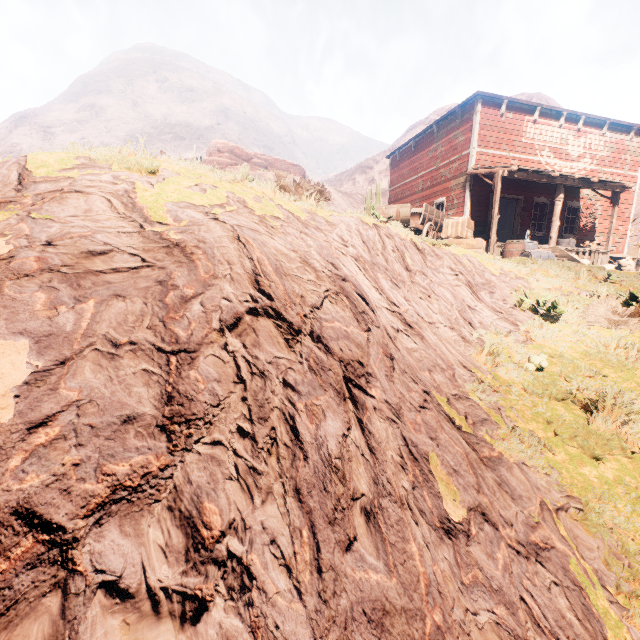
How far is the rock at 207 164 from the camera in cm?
603

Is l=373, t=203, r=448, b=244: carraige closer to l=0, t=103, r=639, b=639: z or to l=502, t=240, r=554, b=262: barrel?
l=0, t=103, r=639, b=639: z

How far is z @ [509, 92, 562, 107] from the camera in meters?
54.0 m

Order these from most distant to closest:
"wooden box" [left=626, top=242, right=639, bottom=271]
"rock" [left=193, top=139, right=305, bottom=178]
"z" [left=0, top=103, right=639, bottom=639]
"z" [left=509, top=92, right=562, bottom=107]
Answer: "z" [left=509, top=92, right=562, bottom=107] → "wooden box" [left=626, top=242, right=639, bottom=271] → "rock" [left=193, top=139, right=305, bottom=178] → "z" [left=0, top=103, right=639, bottom=639]

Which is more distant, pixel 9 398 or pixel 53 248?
pixel 53 248

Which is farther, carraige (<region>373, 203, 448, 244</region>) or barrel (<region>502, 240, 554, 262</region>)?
barrel (<region>502, 240, 554, 262</region>)

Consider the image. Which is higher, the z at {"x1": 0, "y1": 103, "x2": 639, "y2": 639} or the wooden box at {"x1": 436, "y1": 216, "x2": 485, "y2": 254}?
the wooden box at {"x1": 436, "y1": 216, "x2": 485, "y2": 254}

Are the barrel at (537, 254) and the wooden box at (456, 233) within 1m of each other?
no
